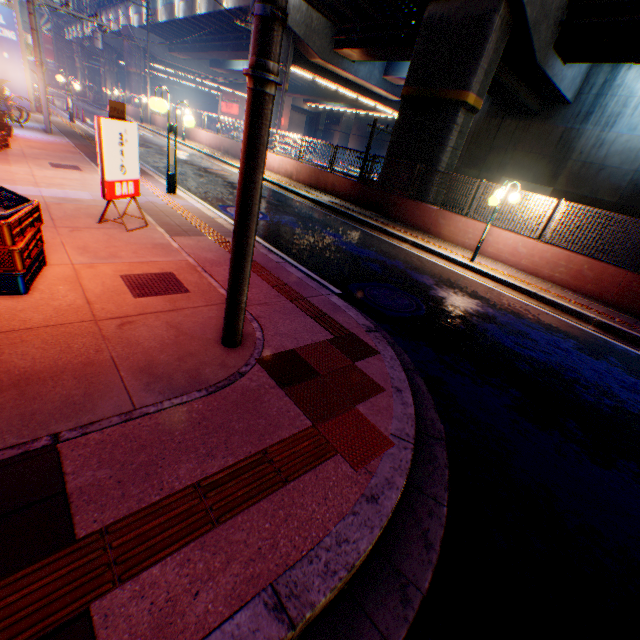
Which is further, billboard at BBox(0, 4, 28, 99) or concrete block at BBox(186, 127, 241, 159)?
concrete block at BBox(186, 127, 241, 159)

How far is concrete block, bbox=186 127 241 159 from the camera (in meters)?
21.95

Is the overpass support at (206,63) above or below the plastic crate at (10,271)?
above

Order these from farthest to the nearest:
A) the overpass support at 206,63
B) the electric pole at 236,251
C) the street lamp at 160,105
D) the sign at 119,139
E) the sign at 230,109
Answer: the sign at 230,109 → the overpass support at 206,63 → the street lamp at 160,105 → the sign at 119,139 → the electric pole at 236,251

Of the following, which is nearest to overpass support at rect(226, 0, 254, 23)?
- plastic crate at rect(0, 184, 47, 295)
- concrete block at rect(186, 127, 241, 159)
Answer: concrete block at rect(186, 127, 241, 159)

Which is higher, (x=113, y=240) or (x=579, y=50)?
(x=579, y=50)

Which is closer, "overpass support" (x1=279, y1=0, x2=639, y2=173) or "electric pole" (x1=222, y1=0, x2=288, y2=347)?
"electric pole" (x1=222, y1=0, x2=288, y2=347)

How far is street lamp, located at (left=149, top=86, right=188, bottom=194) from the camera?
7.4 meters
